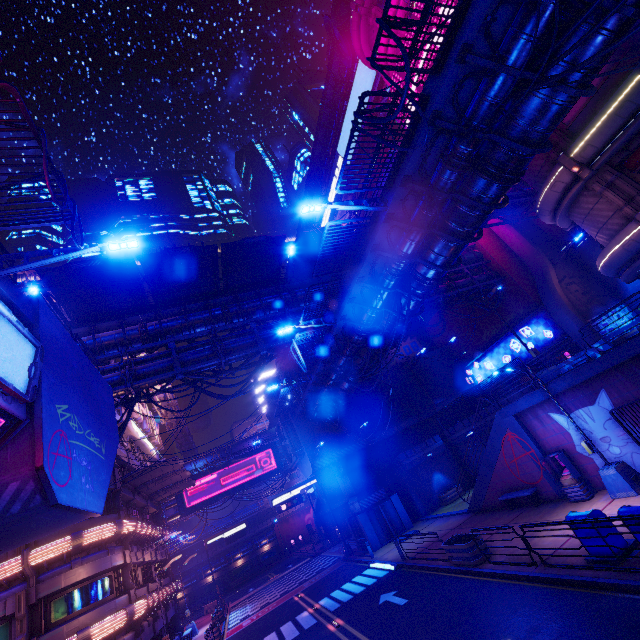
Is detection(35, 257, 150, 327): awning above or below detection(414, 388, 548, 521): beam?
above

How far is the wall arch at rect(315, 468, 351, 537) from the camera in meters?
42.7 m

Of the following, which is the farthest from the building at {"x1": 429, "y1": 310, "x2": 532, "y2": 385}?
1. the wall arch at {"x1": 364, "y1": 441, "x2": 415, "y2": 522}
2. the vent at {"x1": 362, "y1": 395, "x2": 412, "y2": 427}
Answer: the wall arch at {"x1": 364, "y1": 441, "x2": 415, "y2": 522}

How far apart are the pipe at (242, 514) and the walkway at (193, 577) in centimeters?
278cm

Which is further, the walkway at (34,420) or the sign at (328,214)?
the sign at (328,214)

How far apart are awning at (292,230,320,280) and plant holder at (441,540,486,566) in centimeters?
1764cm

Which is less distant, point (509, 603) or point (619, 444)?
point (509, 603)

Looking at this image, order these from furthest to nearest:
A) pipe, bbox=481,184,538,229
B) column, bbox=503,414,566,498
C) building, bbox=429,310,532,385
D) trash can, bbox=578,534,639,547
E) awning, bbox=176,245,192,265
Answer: building, bbox=429,310,532,385 < pipe, bbox=481,184,538,229 < awning, bbox=176,245,192,265 < column, bbox=503,414,566,498 < trash can, bbox=578,534,639,547
